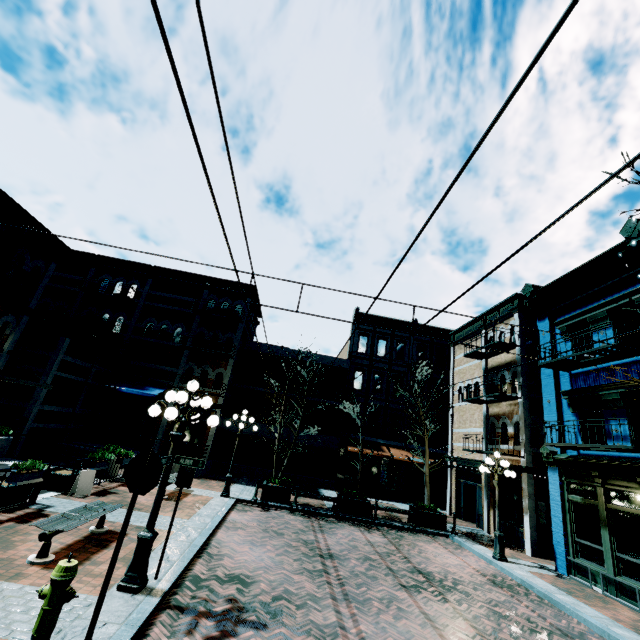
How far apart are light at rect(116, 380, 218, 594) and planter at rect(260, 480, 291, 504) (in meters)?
8.85

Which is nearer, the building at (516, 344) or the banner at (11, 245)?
the banner at (11, 245)

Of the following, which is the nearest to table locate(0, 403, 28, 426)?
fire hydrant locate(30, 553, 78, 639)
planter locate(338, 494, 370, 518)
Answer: fire hydrant locate(30, 553, 78, 639)

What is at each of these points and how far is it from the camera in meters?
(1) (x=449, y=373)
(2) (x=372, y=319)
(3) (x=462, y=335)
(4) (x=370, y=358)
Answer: (1) building, 26.2
(2) building, 27.0
(3) building, 22.6
(4) building, 26.0

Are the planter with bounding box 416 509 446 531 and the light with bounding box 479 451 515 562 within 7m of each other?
yes

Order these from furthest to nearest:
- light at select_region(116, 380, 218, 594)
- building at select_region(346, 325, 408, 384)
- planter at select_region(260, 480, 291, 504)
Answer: building at select_region(346, 325, 408, 384)
planter at select_region(260, 480, 291, 504)
light at select_region(116, 380, 218, 594)

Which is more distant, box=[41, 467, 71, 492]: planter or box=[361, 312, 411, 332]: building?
box=[361, 312, 411, 332]: building

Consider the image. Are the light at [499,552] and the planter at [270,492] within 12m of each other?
yes
